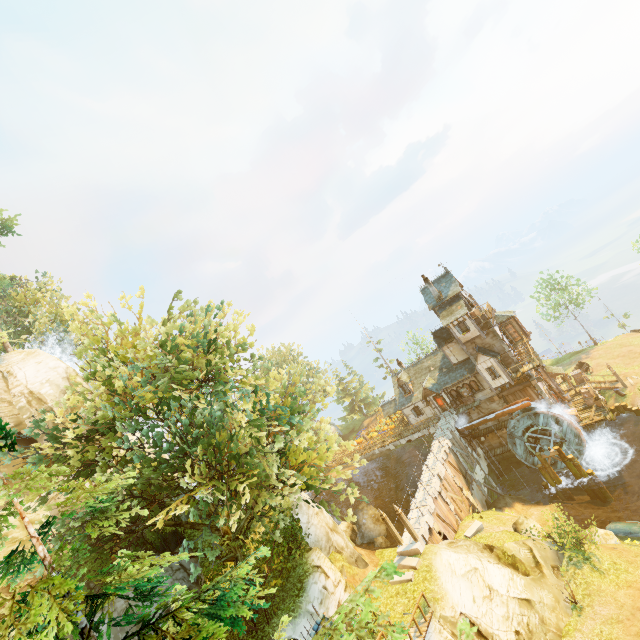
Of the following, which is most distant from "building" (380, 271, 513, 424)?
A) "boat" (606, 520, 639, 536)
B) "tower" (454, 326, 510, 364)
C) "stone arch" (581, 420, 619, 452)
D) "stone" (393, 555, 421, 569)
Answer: "stone" (393, 555, 421, 569)

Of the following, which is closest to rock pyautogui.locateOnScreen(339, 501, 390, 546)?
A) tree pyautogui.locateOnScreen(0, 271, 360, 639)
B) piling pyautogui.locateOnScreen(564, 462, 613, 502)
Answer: tree pyautogui.locateOnScreen(0, 271, 360, 639)

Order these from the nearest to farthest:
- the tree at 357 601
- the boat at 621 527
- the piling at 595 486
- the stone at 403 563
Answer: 1. the tree at 357 601
2. the stone at 403 563
3. the boat at 621 527
4. the piling at 595 486

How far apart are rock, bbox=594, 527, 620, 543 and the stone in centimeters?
1143cm

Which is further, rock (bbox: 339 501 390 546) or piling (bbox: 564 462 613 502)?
rock (bbox: 339 501 390 546)

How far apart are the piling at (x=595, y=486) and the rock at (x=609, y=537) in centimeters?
832cm

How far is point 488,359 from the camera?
33.4 meters

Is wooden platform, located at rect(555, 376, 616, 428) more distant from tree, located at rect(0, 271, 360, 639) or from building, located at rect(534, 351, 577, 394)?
tree, located at rect(0, 271, 360, 639)
